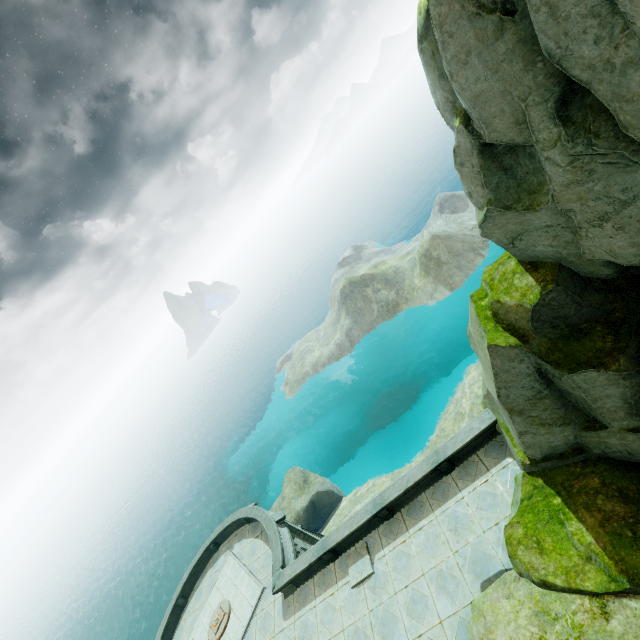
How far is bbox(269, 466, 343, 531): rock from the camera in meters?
30.3

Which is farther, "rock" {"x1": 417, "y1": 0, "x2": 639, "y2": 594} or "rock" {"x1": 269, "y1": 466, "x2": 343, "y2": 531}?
"rock" {"x1": 269, "y1": 466, "x2": 343, "y2": 531}

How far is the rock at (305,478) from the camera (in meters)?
30.33

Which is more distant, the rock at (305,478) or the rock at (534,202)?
the rock at (305,478)

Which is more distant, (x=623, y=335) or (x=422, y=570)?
(x=422, y=570)

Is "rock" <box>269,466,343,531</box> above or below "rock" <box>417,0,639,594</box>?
below
